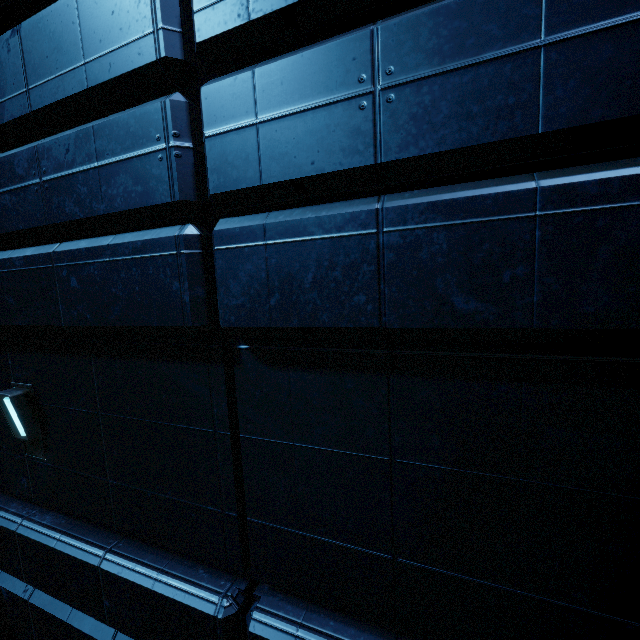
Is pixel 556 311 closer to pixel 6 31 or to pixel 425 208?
pixel 425 208
